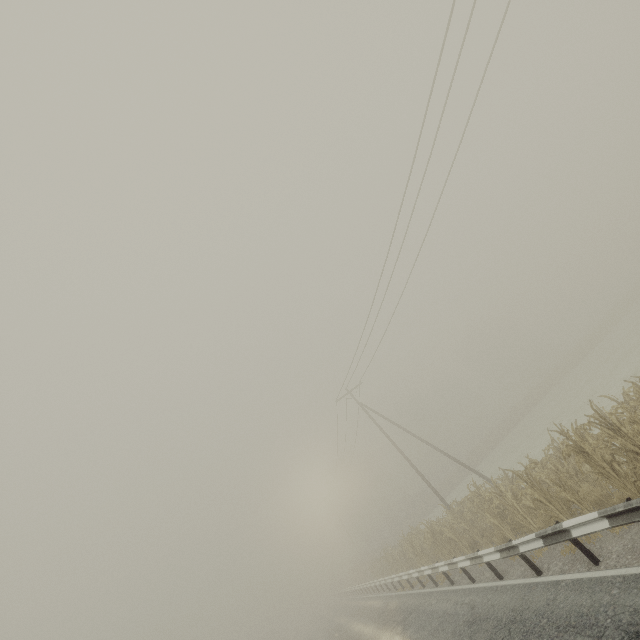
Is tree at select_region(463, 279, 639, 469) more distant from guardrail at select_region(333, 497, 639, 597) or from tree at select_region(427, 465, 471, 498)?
guardrail at select_region(333, 497, 639, 597)

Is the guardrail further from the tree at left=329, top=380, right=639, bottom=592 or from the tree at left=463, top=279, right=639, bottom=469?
the tree at left=463, top=279, right=639, bottom=469

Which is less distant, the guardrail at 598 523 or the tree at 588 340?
the guardrail at 598 523

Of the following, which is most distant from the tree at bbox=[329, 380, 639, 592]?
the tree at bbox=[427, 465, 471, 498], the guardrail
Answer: the tree at bbox=[427, 465, 471, 498]

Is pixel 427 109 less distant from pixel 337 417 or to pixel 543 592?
pixel 543 592

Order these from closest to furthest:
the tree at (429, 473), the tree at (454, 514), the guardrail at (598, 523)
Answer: the guardrail at (598, 523), the tree at (454, 514), the tree at (429, 473)

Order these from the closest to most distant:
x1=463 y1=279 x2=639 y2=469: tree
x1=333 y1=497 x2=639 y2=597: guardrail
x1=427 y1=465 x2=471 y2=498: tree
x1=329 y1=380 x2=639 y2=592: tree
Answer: x1=333 y1=497 x2=639 y2=597: guardrail, x1=329 y1=380 x2=639 y2=592: tree, x1=427 y1=465 x2=471 y2=498: tree, x1=463 y1=279 x2=639 y2=469: tree

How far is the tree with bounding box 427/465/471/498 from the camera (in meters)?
43.13
